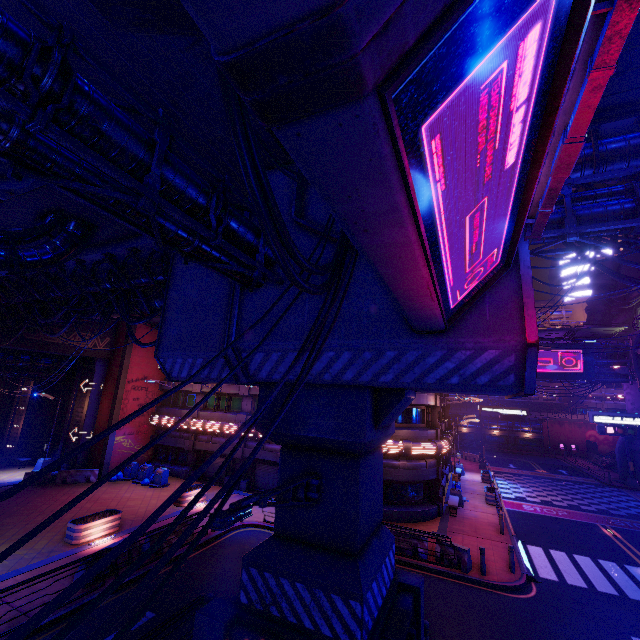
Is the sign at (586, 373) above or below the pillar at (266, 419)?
above

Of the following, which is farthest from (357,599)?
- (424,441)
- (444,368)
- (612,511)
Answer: (612,511)

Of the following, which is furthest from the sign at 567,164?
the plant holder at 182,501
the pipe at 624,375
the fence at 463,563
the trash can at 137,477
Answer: the pipe at 624,375

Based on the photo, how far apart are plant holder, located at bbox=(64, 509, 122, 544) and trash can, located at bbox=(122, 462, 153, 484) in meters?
8.0 m

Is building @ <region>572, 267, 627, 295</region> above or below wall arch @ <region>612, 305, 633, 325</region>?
above

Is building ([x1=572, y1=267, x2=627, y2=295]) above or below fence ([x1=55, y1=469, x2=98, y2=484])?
above

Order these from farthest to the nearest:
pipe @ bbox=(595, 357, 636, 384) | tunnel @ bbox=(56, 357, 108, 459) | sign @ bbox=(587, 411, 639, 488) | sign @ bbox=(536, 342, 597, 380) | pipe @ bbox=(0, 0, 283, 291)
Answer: sign @ bbox=(536, 342, 597, 380), pipe @ bbox=(595, 357, 636, 384), tunnel @ bbox=(56, 357, 108, 459), sign @ bbox=(587, 411, 639, 488), pipe @ bbox=(0, 0, 283, 291)

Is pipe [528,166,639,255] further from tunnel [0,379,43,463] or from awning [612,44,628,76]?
tunnel [0,379,43,463]
